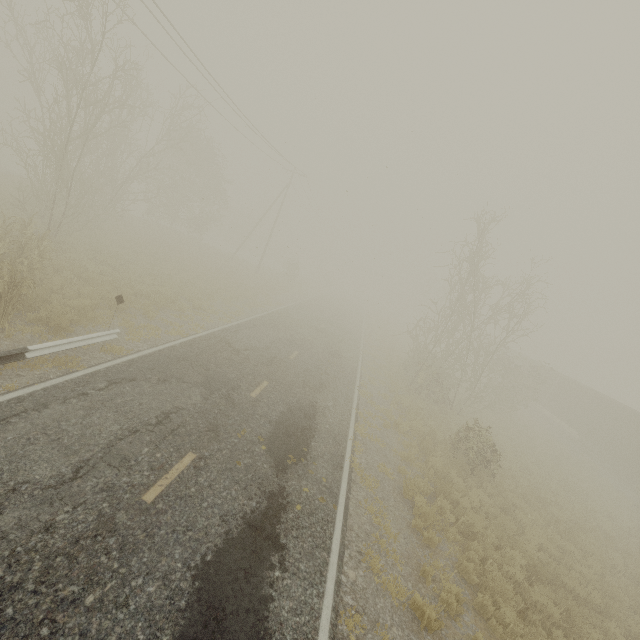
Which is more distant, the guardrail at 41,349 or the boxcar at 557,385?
the boxcar at 557,385

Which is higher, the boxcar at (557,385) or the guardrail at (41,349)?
the boxcar at (557,385)

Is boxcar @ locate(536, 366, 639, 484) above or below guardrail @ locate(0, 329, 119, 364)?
above

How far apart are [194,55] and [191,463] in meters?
16.7

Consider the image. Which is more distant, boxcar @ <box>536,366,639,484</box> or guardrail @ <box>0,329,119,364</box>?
boxcar @ <box>536,366,639,484</box>
